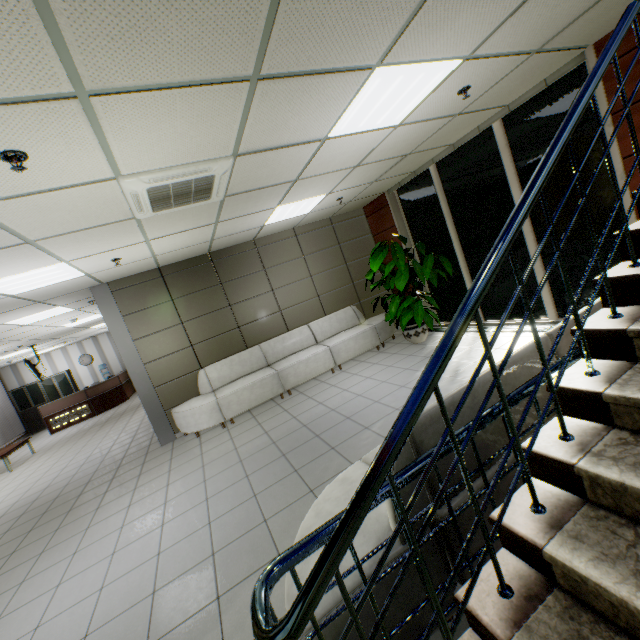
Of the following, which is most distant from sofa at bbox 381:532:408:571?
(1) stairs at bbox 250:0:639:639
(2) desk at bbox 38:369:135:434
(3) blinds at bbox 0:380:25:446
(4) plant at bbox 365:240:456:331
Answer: (3) blinds at bbox 0:380:25:446

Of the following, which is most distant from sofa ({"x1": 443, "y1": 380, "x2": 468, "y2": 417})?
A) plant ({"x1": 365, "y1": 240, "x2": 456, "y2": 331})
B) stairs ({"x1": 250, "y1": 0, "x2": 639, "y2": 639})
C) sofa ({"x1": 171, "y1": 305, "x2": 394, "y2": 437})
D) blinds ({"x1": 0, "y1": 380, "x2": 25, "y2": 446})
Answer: blinds ({"x1": 0, "y1": 380, "x2": 25, "y2": 446})

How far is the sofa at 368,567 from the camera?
1.4 meters

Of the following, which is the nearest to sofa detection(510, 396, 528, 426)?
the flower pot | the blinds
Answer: the flower pot

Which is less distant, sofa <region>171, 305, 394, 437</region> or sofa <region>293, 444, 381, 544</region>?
sofa <region>293, 444, 381, 544</region>

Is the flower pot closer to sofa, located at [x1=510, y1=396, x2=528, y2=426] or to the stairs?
sofa, located at [x1=510, y1=396, x2=528, y2=426]

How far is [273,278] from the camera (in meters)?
7.22
